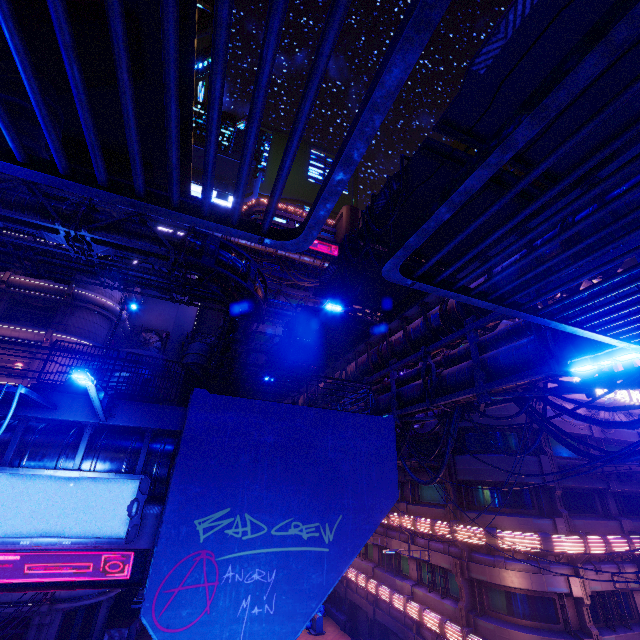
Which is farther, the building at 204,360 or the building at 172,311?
the building at 172,311

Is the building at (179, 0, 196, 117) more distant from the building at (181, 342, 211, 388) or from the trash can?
the trash can

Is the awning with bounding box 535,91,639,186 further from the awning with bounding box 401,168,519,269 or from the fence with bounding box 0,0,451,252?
the fence with bounding box 0,0,451,252

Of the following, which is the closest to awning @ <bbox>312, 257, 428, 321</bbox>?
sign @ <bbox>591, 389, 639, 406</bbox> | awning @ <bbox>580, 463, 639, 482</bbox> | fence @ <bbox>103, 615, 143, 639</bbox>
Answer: sign @ <bbox>591, 389, 639, 406</bbox>

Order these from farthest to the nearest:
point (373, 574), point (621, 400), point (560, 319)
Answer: point (373, 574) < point (621, 400) < point (560, 319)

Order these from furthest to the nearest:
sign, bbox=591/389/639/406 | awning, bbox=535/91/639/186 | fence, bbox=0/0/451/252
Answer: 1. sign, bbox=591/389/639/406
2. awning, bbox=535/91/639/186
3. fence, bbox=0/0/451/252

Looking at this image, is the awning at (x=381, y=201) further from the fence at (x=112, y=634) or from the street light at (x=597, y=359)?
the fence at (x=112, y=634)

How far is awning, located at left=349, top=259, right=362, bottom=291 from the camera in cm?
1291
